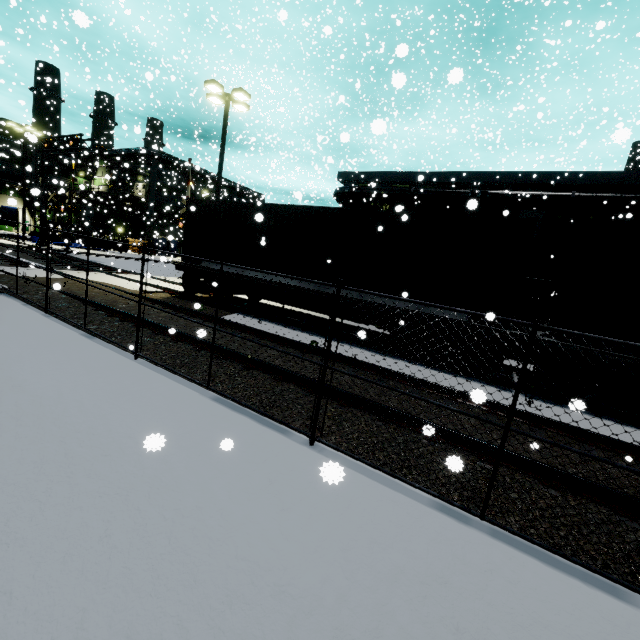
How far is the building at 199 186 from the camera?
43.72m

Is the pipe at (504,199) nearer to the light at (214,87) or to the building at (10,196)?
the building at (10,196)

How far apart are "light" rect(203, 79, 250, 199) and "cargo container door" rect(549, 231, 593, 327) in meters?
15.2 m

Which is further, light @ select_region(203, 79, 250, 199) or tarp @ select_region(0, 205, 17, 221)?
tarp @ select_region(0, 205, 17, 221)

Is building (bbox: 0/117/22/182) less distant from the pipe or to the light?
the pipe

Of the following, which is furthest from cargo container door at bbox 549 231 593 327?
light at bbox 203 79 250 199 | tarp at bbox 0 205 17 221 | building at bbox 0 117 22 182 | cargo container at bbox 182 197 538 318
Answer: tarp at bbox 0 205 17 221

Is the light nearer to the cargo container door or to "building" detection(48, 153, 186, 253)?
"building" detection(48, 153, 186, 253)

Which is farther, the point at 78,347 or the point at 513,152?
the point at 513,152
